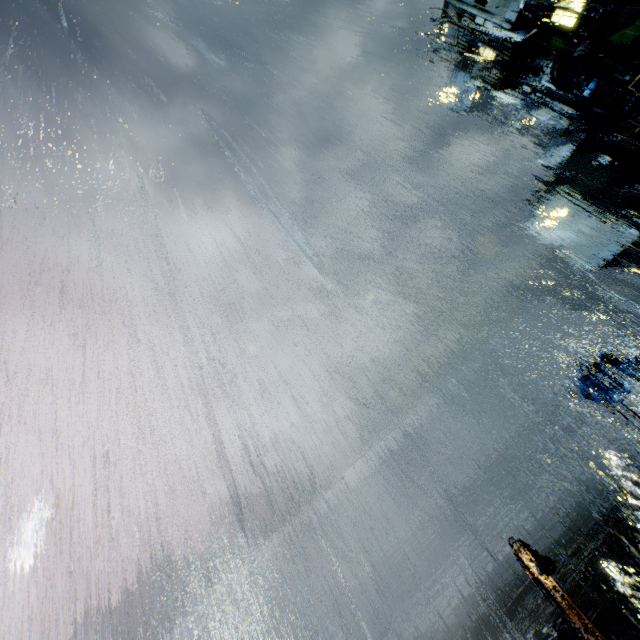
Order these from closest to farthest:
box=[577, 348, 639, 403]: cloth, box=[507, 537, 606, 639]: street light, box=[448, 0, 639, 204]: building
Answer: box=[507, 537, 606, 639]: street light
box=[577, 348, 639, 403]: cloth
box=[448, 0, 639, 204]: building

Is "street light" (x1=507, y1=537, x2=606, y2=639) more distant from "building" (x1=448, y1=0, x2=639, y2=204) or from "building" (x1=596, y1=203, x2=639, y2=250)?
"building" (x1=448, y1=0, x2=639, y2=204)

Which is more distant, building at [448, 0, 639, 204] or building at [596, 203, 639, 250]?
building at [596, 203, 639, 250]

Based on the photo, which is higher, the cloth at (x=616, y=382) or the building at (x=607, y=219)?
the building at (x=607, y=219)

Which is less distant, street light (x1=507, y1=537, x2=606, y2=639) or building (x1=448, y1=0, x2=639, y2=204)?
street light (x1=507, y1=537, x2=606, y2=639)

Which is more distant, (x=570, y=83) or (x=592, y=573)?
(x=570, y=83)

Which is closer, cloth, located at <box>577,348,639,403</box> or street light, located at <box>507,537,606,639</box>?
street light, located at <box>507,537,606,639</box>

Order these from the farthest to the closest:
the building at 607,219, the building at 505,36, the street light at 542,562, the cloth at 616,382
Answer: the building at 607,219 < the building at 505,36 < the cloth at 616,382 < the street light at 542,562
